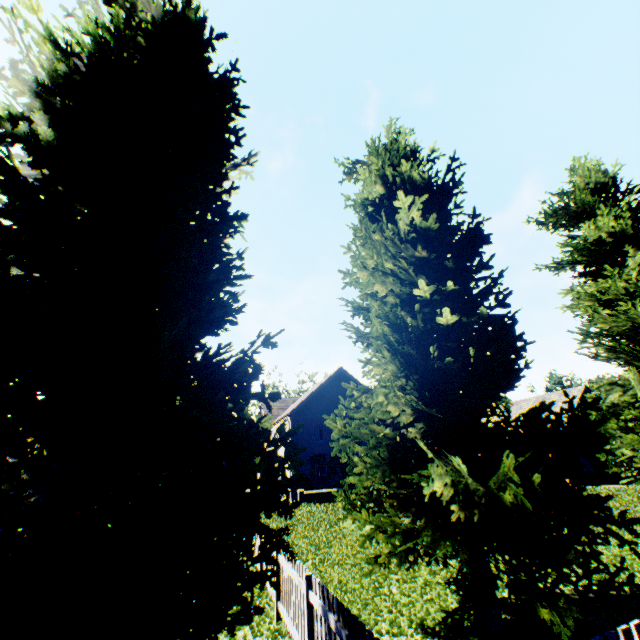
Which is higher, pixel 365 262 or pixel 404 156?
pixel 404 156

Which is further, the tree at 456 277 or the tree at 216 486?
the tree at 456 277

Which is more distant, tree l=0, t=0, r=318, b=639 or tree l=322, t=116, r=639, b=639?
tree l=322, t=116, r=639, b=639
